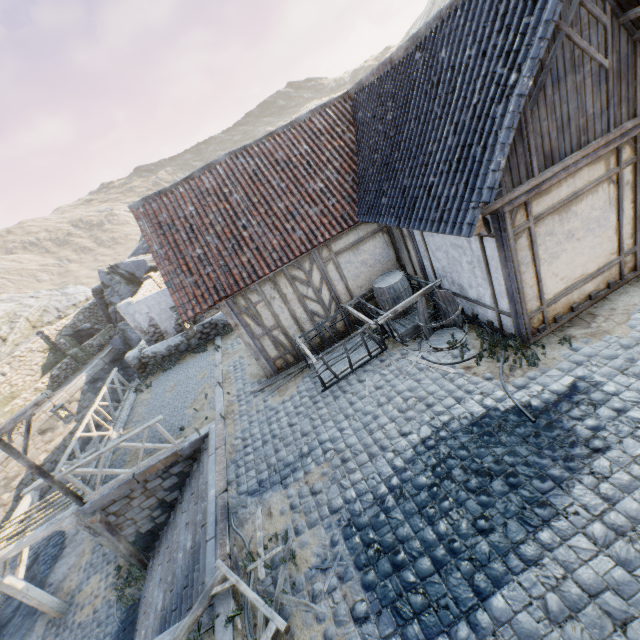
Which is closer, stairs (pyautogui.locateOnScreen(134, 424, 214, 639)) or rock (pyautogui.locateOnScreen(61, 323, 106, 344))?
stairs (pyautogui.locateOnScreen(134, 424, 214, 639))

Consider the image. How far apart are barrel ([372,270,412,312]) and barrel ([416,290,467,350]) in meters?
1.0 m

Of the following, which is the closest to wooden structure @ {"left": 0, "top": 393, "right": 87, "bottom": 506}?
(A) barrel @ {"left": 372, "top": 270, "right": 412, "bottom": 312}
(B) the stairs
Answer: (B) the stairs

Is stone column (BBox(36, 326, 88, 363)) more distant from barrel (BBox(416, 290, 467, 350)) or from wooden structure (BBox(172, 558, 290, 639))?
barrel (BBox(416, 290, 467, 350))

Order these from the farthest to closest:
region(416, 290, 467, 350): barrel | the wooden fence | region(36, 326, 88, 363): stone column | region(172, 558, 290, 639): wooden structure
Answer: region(36, 326, 88, 363): stone column
the wooden fence
region(416, 290, 467, 350): barrel
region(172, 558, 290, 639): wooden structure

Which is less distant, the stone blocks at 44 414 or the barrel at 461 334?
the barrel at 461 334

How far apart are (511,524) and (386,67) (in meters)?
9.96

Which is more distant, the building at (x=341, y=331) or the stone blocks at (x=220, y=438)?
the building at (x=341, y=331)
